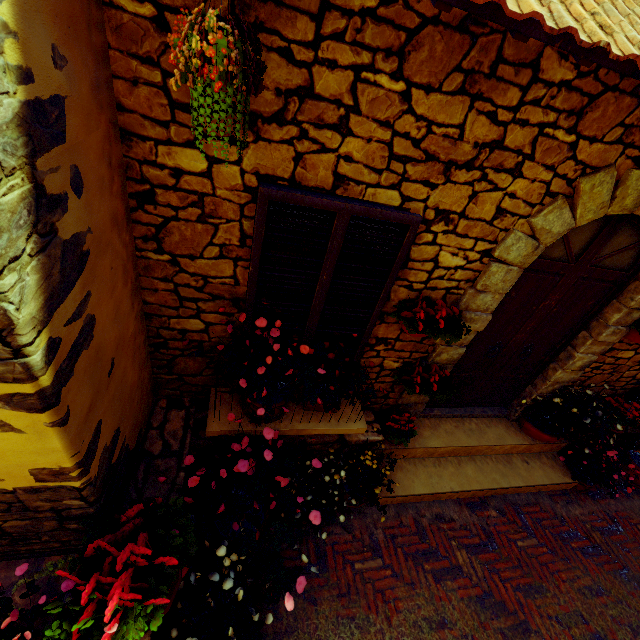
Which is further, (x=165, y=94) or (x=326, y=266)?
(x=326, y=266)

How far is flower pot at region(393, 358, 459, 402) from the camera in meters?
3.2 m

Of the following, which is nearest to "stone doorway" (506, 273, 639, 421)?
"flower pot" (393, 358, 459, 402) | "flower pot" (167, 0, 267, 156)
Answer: "flower pot" (393, 358, 459, 402)

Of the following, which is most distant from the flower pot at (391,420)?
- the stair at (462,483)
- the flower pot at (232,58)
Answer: the flower pot at (232,58)

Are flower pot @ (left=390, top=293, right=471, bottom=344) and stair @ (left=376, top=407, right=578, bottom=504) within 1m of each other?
no

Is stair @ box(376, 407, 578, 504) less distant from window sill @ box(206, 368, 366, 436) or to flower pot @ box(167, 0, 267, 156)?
Result: window sill @ box(206, 368, 366, 436)

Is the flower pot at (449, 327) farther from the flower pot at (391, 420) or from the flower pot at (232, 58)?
the flower pot at (232, 58)

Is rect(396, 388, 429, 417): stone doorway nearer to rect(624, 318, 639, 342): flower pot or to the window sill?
rect(624, 318, 639, 342): flower pot
